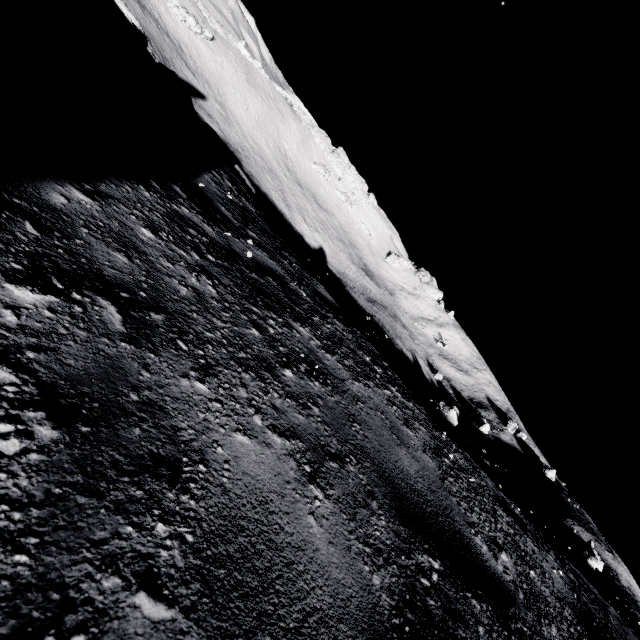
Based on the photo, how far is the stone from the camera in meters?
56.2 m

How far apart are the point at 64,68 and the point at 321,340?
3.6 meters

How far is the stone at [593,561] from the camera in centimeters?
5622cm
